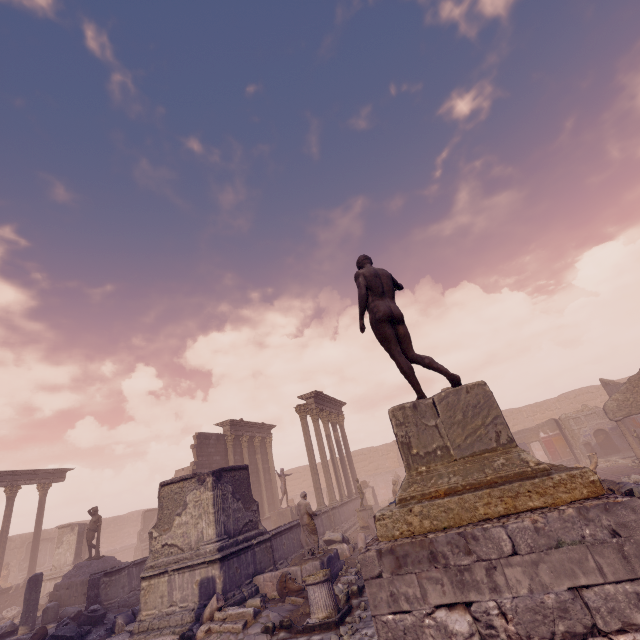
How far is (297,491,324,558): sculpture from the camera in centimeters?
1018cm

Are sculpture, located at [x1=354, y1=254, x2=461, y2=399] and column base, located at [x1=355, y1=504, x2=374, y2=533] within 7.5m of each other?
no

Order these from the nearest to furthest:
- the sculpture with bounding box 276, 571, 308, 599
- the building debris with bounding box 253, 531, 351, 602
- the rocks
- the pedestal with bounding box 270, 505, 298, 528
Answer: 1. the rocks
2. the sculpture with bounding box 276, 571, 308, 599
3. the building debris with bounding box 253, 531, 351, 602
4. the pedestal with bounding box 270, 505, 298, 528

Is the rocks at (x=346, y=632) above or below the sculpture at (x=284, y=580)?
below

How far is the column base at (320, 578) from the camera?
7.1m

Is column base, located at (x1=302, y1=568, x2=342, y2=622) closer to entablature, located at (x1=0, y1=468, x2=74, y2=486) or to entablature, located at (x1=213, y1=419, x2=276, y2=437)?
entablature, located at (x1=213, y1=419, x2=276, y2=437)

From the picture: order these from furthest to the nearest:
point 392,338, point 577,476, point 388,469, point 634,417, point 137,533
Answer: point 388,469, point 137,533, point 634,417, point 392,338, point 577,476

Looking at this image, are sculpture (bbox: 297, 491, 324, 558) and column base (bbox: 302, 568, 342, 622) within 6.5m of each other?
yes
